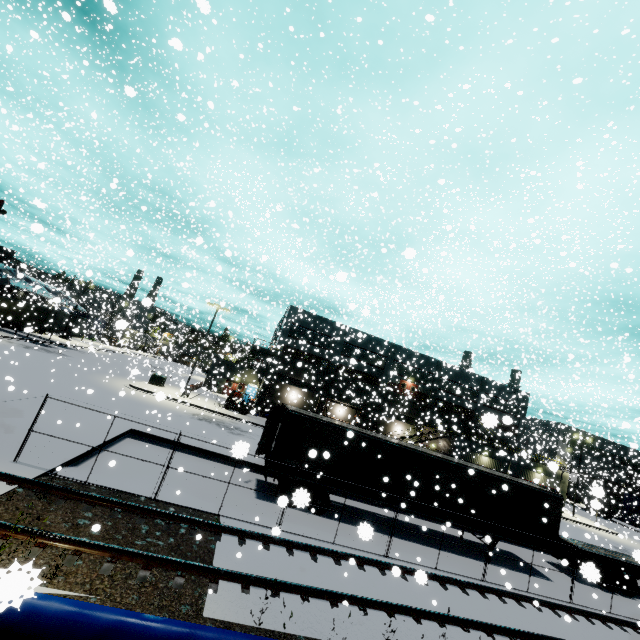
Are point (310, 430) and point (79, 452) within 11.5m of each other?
yes

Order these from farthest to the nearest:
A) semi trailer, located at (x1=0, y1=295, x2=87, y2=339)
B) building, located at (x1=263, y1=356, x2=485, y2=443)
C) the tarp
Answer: building, located at (x1=263, y1=356, x2=485, y2=443) → semi trailer, located at (x1=0, y1=295, x2=87, y2=339) → the tarp

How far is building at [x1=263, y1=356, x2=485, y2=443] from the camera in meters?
36.0

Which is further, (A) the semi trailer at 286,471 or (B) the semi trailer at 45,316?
(B) the semi trailer at 45,316

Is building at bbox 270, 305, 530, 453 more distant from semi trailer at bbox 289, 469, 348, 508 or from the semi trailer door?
the semi trailer door

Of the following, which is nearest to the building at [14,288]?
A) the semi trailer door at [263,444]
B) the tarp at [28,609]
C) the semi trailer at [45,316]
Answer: the semi trailer at [45,316]

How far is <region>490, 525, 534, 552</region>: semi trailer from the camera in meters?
15.7
